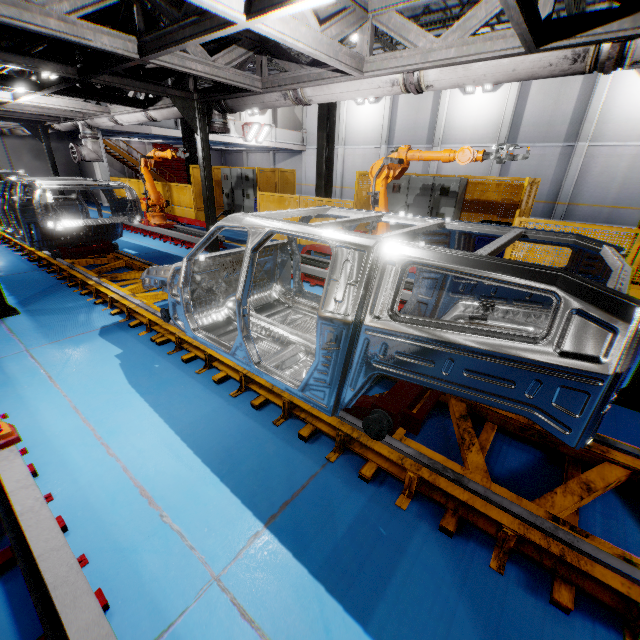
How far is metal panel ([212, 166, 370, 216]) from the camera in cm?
903

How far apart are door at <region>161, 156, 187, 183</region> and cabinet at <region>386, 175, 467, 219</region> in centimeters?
2887cm

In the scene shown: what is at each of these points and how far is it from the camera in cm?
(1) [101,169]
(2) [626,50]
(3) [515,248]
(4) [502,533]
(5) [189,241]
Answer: (1) cement column, 1725
(2) vent pipe, 296
(3) metal panel, 686
(4) platform, 204
(5) metal platform, 925

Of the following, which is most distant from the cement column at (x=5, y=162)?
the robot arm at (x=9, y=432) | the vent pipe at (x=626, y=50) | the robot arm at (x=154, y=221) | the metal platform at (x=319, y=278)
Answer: the metal platform at (x=319, y=278)

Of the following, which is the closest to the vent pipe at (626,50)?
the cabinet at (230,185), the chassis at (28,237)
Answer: the chassis at (28,237)

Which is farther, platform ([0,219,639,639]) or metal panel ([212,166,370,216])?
metal panel ([212,166,370,216])

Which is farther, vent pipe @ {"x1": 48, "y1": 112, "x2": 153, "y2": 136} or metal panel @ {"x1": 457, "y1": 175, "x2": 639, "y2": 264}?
vent pipe @ {"x1": 48, "y1": 112, "x2": 153, "y2": 136}

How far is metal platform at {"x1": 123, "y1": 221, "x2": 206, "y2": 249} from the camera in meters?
9.3
